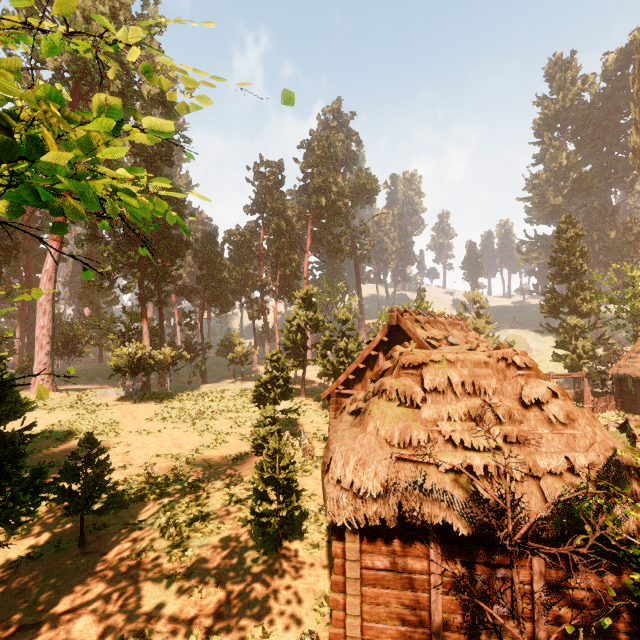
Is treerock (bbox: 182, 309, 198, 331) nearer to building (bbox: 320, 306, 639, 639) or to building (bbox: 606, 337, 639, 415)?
building (bbox: 320, 306, 639, 639)

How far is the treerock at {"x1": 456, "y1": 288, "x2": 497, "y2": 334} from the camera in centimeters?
4469cm

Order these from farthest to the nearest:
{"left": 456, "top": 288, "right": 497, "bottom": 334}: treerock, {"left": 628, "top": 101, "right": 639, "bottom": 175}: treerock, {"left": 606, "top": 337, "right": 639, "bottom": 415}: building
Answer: {"left": 628, "top": 101, "right": 639, "bottom": 175}: treerock
{"left": 456, "top": 288, "right": 497, "bottom": 334}: treerock
{"left": 606, "top": 337, "right": 639, "bottom": 415}: building

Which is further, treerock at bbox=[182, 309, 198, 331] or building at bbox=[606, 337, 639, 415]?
treerock at bbox=[182, 309, 198, 331]

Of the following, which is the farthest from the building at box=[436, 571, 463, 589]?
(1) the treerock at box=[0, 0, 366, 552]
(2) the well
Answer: (2) the well

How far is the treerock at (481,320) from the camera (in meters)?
44.69

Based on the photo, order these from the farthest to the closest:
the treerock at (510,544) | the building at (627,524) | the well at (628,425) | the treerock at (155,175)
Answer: the well at (628,425)
the building at (627,524)
the treerock at (510,544)
the treerock at (155,175)

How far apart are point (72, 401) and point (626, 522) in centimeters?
3512cm
